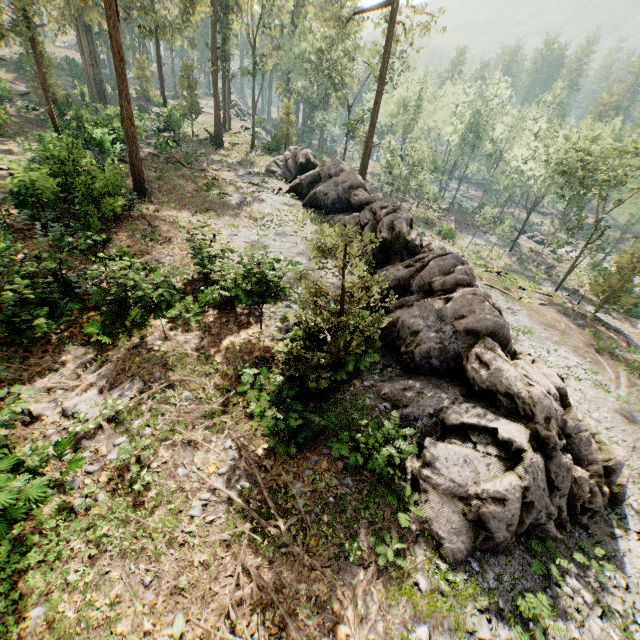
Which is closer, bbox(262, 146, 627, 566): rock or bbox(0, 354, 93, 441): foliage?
bbox(0, 354, 93, 441): foliage

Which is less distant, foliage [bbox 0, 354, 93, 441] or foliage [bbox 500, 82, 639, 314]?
foliage [bbox 0, 354, 93, 441]

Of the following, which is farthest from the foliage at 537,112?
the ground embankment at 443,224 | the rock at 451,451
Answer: the ground embankment at 443,224

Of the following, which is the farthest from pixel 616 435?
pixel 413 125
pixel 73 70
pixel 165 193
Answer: pixel 73 70

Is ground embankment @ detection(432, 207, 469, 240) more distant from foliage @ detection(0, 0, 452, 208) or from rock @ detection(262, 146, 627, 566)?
rock @ detection(262, 146, 627, 566)

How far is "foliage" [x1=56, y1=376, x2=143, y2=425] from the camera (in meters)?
9.03

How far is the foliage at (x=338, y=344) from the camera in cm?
786

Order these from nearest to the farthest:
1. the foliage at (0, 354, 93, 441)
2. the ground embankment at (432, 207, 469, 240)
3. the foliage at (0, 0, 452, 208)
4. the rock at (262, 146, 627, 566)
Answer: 1. the foliage at (0, 354, 93, 441)
2. the rock at (262, 146, 627, 566)
3. the foliage at (0, 0, 452, 208)
4. the ground embankment at (432, 207, 469, 240)
